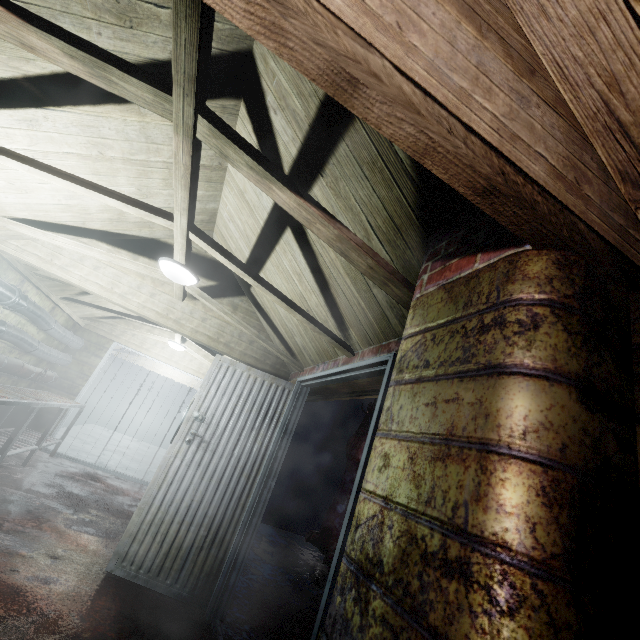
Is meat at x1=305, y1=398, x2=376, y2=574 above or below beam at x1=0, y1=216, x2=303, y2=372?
below

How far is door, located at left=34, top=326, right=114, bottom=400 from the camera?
5.43m

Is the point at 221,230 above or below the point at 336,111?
above

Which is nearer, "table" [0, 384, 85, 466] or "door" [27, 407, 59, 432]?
"table" [0, 384, 85, 466]

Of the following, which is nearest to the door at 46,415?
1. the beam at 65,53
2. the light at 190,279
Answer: the beam at 65,53

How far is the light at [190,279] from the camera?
2.5 meters

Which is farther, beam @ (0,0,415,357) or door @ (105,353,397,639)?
door @ (105,353,397,639)
